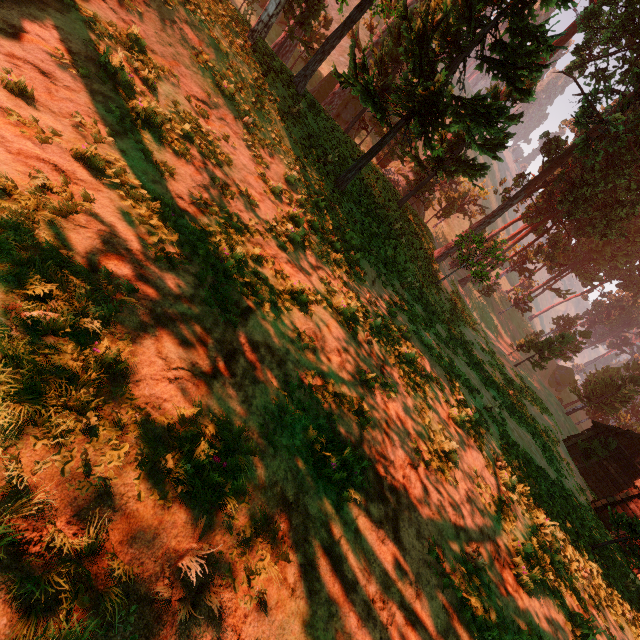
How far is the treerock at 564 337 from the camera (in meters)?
33.22

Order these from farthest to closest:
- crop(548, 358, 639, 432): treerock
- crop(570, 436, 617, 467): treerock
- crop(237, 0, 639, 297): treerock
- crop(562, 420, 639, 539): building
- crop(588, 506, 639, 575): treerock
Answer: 1. crop(548, 358, 639, 432): treerock
2. crop(570, 436, 617, 467): treerock
3. crop(562, 420, 639, 539): building
4. crop(237, 0, 639, 297): treerock
5. crop(588, 506, 639, 575): treerock

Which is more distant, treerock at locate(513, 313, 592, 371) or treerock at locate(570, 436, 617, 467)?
treerock at locate(513, 313, 592, 371)

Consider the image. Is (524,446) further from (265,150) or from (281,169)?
(265,150)

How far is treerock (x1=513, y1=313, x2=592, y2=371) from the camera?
33.22m

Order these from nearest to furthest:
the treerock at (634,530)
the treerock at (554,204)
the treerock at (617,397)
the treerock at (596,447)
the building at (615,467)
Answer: the treerock at (634,530)
the treerock at (554,204)
the building at (615,467)
the treerock at (596,447)
the treerock at (617,397)

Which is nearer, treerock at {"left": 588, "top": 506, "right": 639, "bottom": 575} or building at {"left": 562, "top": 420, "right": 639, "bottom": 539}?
treerock at {"left": 588, "top": 506, "right": 639, "bottom": 575}
